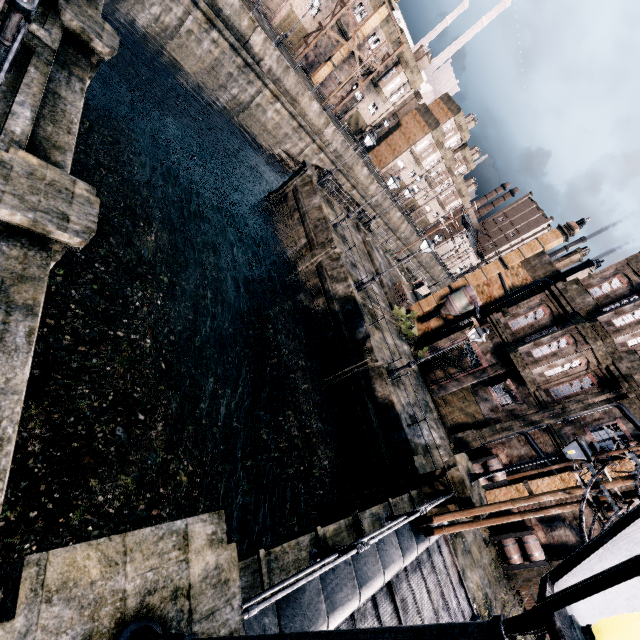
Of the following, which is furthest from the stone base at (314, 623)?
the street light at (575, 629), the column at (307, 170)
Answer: the column at (307, 170)

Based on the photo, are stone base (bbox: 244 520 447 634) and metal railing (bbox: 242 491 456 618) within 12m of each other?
yes

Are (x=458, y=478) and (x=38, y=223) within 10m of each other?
no

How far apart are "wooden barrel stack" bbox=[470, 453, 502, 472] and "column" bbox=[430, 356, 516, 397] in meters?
4.7 m

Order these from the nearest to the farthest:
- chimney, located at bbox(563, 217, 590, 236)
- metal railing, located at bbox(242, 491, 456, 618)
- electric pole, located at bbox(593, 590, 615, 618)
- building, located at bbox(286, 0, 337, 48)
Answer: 1. electric pole, located at bbox(593, 590, 615, 618)
2. metal railing, located at bbox(242, 491, 456, 618)
3. chimney, located at bbox(563, 217, 590, 236)
4. building, located at bbox(286, 0, 337, 48)

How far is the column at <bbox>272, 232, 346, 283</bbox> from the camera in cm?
2244

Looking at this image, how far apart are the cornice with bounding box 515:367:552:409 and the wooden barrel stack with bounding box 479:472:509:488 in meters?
4.0 m

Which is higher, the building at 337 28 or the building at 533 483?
the building at 337 28
